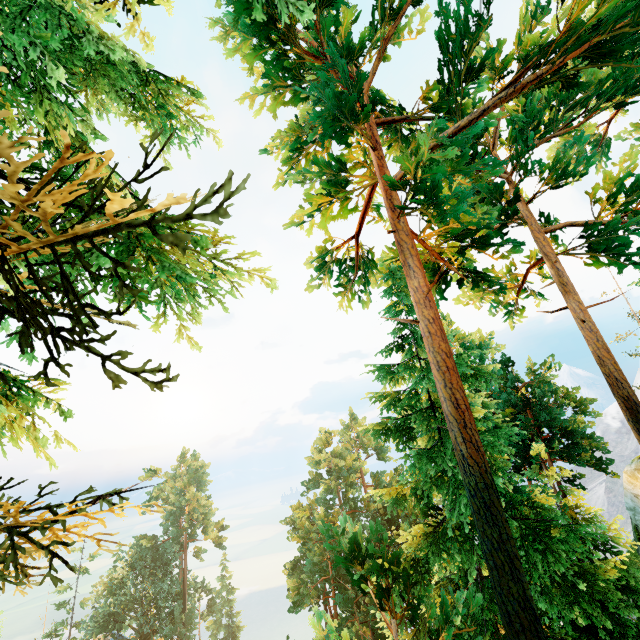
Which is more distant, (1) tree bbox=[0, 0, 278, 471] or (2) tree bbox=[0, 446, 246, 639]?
(2) tree bbox=[0, 446, 246, 639]

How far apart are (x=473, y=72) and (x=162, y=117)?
6.82m

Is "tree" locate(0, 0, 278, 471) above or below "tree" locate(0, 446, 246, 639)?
above

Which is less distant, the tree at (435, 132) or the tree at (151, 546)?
the tree at (151, 546)

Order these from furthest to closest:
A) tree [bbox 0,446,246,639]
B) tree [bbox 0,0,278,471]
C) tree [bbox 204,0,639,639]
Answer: tree [bbox 204,0,639,639], tree [bbox 0,446,246,639], tree [bbox 0,0,278,471]
